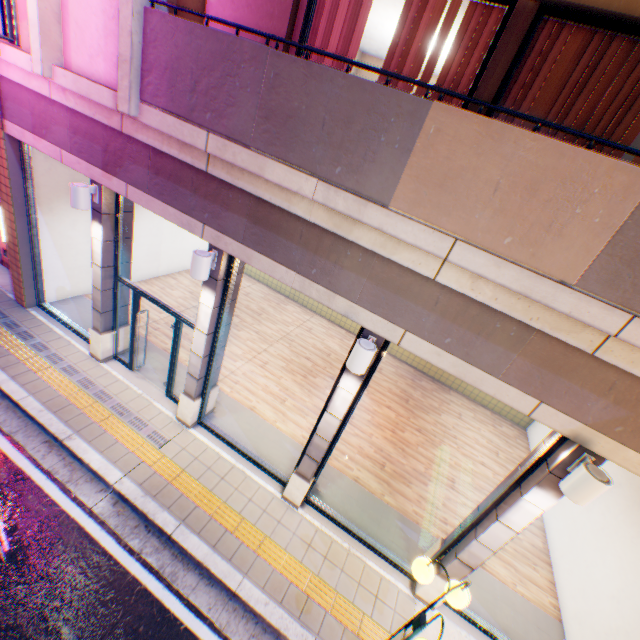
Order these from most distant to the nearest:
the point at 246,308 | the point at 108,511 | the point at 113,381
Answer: the point at 246,308 < the point at 113,381 < the point at 108,511

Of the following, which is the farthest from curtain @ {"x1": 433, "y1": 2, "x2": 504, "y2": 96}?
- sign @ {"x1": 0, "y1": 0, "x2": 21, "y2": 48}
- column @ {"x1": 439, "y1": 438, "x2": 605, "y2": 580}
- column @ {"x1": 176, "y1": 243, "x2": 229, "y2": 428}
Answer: sign @ {"x1": 0, "y1": 0, "x2": 21, "y2": 48}

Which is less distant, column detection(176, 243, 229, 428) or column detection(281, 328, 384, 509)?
column detection(281, 328, 384, 509)

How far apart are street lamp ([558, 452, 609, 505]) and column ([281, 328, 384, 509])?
2.59m

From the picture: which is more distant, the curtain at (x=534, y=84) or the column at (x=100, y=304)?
the column at (x=100, y=304)

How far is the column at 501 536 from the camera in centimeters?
397cm

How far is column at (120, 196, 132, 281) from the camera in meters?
6.5

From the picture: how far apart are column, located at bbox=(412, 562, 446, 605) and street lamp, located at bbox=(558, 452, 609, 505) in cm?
2
